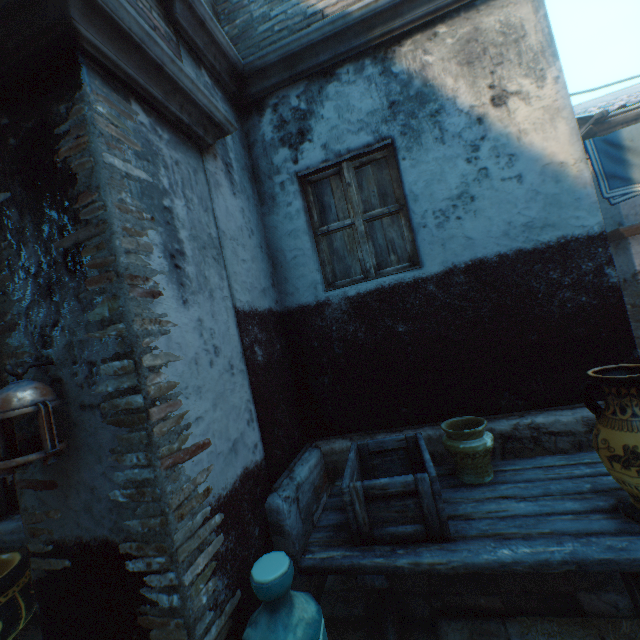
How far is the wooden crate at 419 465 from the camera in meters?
1.9 m

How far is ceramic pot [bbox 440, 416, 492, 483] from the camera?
2.3m

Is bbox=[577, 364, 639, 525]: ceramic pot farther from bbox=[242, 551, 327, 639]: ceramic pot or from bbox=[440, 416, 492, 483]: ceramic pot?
bbox=[242, 551, 327, 639]: ceramic pot

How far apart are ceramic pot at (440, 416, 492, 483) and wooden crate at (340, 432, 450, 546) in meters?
0.2

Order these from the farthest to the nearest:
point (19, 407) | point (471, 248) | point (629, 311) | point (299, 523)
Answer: point (629, 311) → point (471, 248) → point (299, 523) → point (19, 407)

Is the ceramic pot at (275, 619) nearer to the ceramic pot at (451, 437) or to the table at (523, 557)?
the table at (523, 557)

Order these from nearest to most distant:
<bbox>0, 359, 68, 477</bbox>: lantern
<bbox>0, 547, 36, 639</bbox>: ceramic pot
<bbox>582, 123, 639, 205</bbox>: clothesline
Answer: <bbox>0, 359, 68, 477</bbox>: lantern, <bbox>0, 547, 36, 639</bbox>: ceramic pot, <bbox>582, 123, 639, 205</bbox>: clothesline

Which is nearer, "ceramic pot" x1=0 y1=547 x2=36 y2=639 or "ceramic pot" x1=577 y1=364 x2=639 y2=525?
"ceramic pot" x1=577 y1=364 x2=639 y2=525
